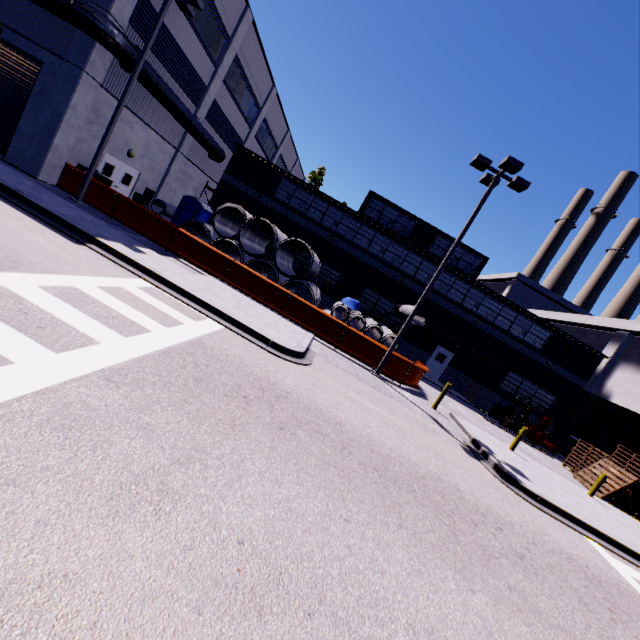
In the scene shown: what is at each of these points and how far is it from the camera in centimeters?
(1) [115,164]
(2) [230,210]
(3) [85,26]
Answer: (1) door, 1788cm
(2) concrete pipe, 1855cm
(3) vent duct, 1245cm

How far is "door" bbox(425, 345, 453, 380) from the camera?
25.3m

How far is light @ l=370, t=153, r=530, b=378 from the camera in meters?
12.4

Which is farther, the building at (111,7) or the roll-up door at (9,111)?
the roll-up door at (9,111)

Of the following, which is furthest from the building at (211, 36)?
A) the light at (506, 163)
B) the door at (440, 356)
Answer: the light at (506, 163)

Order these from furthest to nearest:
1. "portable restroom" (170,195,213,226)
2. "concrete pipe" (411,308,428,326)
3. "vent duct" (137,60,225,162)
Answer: "portable restroom" (170,195,213,226)
"concrete pipe" (411,308,428,326)
"vent duct" (137,60,225,162)

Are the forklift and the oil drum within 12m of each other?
yes

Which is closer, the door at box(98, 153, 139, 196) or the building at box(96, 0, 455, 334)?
the door at box(98, 153, 139, 196)
